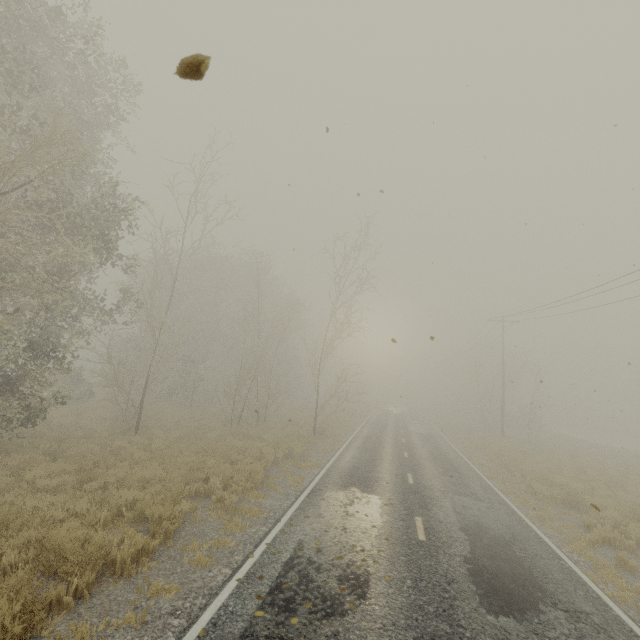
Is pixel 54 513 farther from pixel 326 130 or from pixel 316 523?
pixel 326 130
